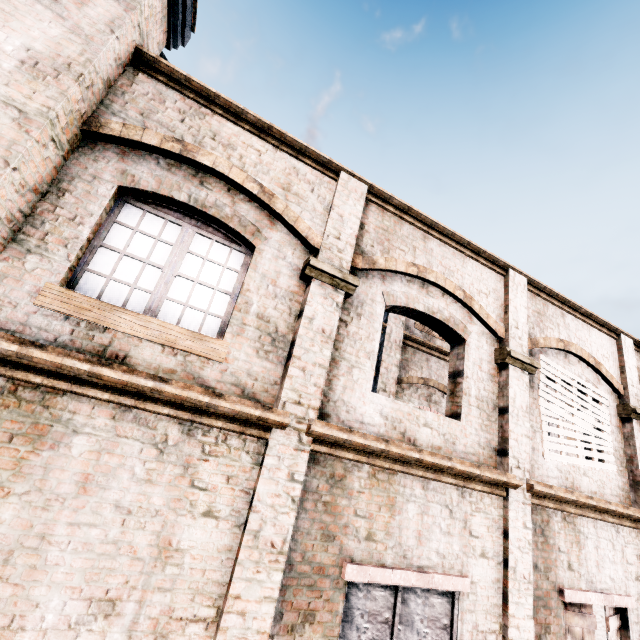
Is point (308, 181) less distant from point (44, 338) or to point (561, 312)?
point (44, 338)
